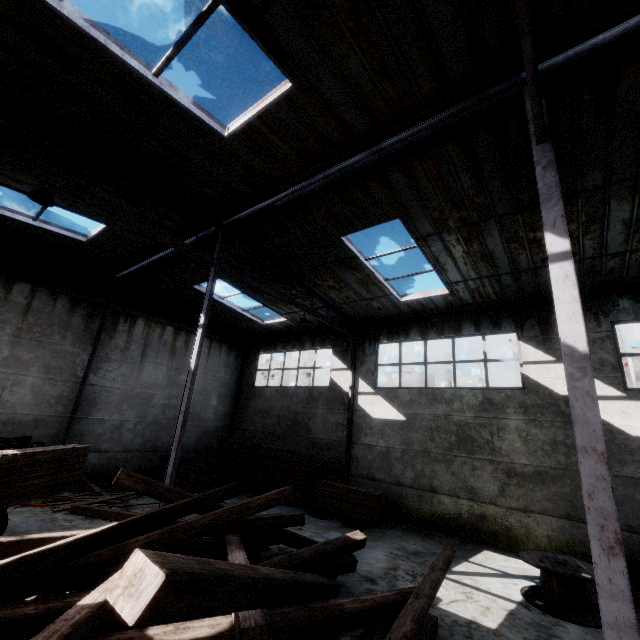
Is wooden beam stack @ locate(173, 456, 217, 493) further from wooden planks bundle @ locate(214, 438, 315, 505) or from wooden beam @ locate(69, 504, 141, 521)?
wooden beam @ locate(69, 504, 141, 521)

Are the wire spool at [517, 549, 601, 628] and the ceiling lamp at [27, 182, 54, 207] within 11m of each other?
no

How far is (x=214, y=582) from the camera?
2.0m

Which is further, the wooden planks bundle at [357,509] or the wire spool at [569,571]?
the wooden planks bundle at [357,509]

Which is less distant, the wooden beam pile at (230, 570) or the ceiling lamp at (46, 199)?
the wooden beam pile at (230, 570)

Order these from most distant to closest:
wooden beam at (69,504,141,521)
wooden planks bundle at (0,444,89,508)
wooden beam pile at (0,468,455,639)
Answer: wooden beam at (69,504,141,521) < wooden planks bundle at (0,444,89,508) < wooden beam pile at (0,468,455,639)

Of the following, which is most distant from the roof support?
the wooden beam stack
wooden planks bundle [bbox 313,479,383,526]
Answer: the wooden beam stack

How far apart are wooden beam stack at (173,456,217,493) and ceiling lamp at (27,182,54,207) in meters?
10.7
